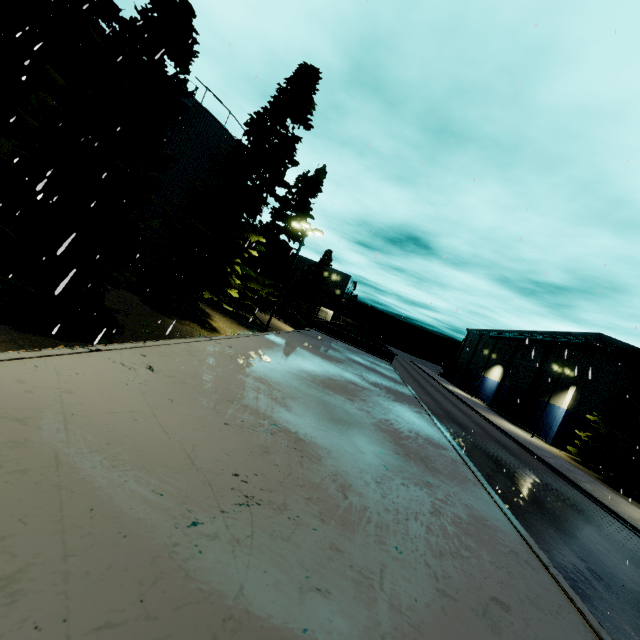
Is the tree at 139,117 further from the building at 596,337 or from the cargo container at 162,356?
the cargo container at 162,356

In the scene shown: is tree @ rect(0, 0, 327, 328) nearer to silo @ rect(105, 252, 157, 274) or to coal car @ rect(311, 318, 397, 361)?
silo @ rect(105, 252, 157, 274)

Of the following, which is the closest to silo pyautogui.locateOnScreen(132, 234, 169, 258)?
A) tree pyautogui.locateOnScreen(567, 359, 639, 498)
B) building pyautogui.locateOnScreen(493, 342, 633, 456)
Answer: tree pyautogui.locateOnScreen(567, 359, 639, 498)

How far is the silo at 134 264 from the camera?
19.2m

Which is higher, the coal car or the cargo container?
the coal car

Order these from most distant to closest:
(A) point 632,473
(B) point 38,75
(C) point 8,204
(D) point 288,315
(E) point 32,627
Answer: (D) point 288,315 < (A) point 632,473 < (B) point 38,75 < (C) point 8,204 < (E) point 32,627

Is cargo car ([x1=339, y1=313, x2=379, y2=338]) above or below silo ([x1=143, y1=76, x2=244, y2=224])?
below

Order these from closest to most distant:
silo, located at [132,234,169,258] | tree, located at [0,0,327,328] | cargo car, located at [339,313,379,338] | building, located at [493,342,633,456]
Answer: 1. tree, located at [0,0,327,328]
2. silo, located at [132,234,169,258]
3. cargo car, located at [339,313,379,338]
4. building, located at [493,342,633,456]
